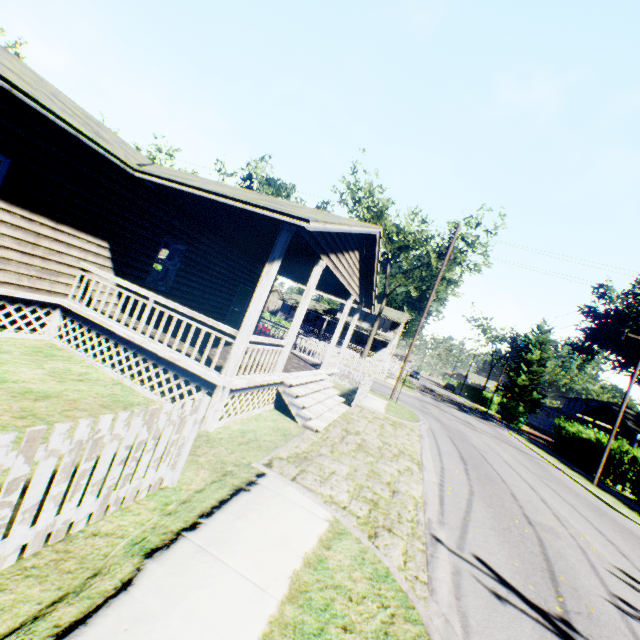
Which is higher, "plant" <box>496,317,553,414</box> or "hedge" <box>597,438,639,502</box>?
"plant" <box>496,317,553,414</box>

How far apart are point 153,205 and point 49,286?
3.4m

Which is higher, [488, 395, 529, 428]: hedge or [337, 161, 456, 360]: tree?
[337, 161, 456, 360]: tree

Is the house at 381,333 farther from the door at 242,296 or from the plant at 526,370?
the door at 242,296

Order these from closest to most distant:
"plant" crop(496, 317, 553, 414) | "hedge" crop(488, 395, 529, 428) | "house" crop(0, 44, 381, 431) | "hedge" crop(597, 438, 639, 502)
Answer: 1. "house" crop(0, 44, 381, 431)
2. "hedge" crop(597, 438, 639, 502)
3. "hedge" crop(488, 395, 529, 428)
4. "plant" crop(496, 317, 553, 414)

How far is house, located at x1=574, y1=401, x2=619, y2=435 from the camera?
34.1 meters

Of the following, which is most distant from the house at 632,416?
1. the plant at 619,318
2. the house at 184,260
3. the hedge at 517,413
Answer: the house at 184,260

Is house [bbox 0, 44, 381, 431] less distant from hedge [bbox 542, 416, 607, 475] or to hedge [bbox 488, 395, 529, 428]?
hedge [bbox 542, 416, 607, 475]
